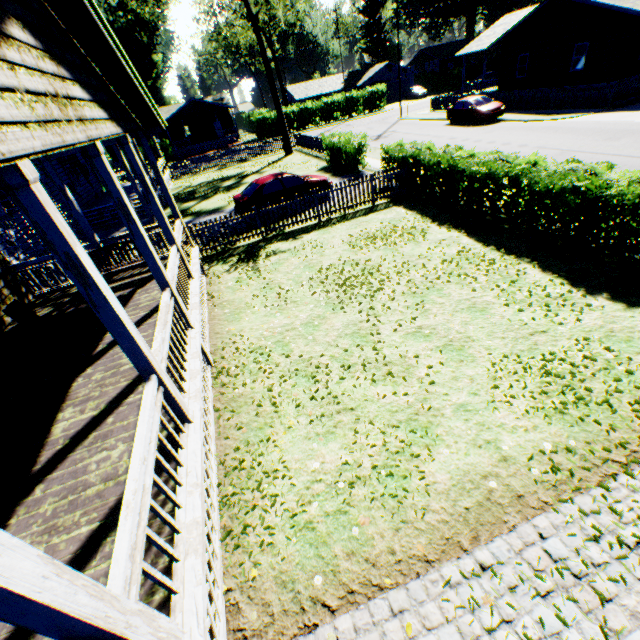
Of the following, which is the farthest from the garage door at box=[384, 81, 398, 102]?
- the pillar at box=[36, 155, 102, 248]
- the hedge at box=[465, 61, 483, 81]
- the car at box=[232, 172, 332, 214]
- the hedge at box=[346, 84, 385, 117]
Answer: the pillar at box=[36, 155, 102, 248]

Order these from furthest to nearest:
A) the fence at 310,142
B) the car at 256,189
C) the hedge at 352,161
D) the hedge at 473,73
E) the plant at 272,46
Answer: the plant at 272,46
the hedge at 473,73
the fence at 310,142
the hedge at 352,161
the car at 256,189

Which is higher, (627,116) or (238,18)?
(238,18)

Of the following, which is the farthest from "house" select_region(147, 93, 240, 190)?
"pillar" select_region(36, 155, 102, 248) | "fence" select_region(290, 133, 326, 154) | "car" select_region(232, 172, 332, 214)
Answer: "pillar" select_region(36, 155, 102, 248)

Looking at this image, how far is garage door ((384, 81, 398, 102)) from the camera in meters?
56.0

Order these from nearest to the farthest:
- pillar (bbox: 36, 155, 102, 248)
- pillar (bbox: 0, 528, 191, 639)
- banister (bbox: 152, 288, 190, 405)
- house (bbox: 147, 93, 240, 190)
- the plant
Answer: pillar (bbox: 0, 528, 191, 639), banister (bbox: 152, 288, 190, 405), pillar (bbox: 36, 155, 102, 248), house (bbox: 147, 93, 240, 190), the plant

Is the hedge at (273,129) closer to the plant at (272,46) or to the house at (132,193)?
the plant at (272,46)

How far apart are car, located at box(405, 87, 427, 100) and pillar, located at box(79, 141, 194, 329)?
58.7 meters
